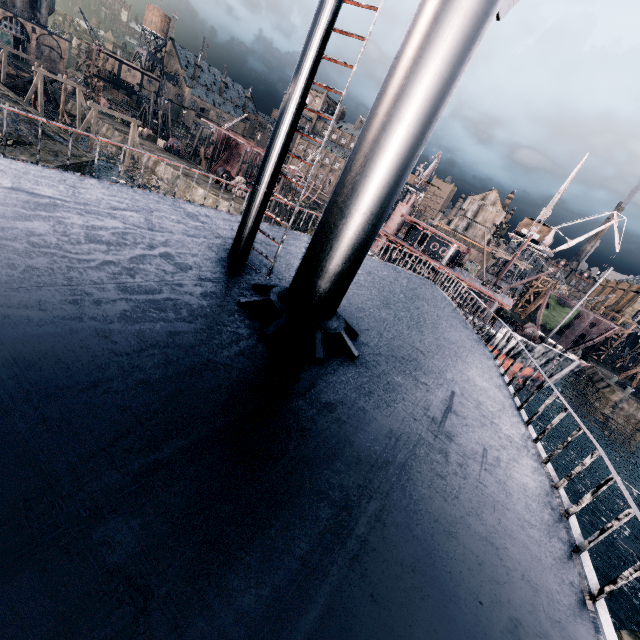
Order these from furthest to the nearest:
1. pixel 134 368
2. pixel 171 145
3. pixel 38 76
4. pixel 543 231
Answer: pixel 543 231, pixel 171 145, pixel 38 76, pixel 134 368

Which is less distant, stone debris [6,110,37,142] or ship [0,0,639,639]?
ship [0,0,639,639]

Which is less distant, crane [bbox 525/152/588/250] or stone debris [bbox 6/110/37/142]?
stone debris [bbox 6/110/37/142]

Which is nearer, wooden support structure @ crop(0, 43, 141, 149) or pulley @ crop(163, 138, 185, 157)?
wooden support structure @ crop(0, 43, 141, 149)

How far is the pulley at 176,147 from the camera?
54.8 meters

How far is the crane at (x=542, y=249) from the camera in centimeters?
4512cm

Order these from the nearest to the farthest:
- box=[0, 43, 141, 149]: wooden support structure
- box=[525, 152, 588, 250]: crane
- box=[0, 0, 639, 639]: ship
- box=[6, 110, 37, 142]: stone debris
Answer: box=[0, 0, 639, 639]: ship < box=[6, 110, 37, 142]: stone debris < box=[0, 43, 141, 149]: wooden support structure < box=[525, 152, 588, 250]: crane

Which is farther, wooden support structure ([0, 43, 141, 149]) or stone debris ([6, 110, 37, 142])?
wooden support structure ([0, 43, 141, 149])
